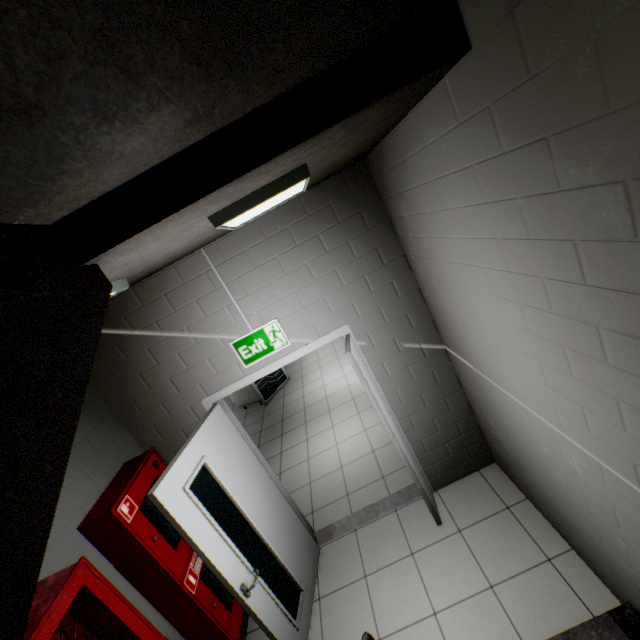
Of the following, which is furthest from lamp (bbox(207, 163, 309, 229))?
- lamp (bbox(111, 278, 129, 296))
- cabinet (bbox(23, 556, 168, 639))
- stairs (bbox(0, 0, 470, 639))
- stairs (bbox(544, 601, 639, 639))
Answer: stairs (bbox(544, 601, 639, 639))

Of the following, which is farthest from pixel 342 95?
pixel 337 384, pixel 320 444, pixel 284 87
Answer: pixel 337 384

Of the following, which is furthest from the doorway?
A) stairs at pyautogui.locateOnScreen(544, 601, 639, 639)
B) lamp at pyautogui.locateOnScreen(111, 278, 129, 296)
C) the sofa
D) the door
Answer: stairs at pyautogui.locateOnScreen(544, 601, 639, 639)

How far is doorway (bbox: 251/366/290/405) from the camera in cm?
736

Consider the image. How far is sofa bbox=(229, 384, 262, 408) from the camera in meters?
7.4 m

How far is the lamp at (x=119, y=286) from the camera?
1.8m

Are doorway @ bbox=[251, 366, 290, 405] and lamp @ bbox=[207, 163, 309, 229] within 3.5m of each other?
no

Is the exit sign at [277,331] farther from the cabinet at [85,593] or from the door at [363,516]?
the cabinet at [85,593]
